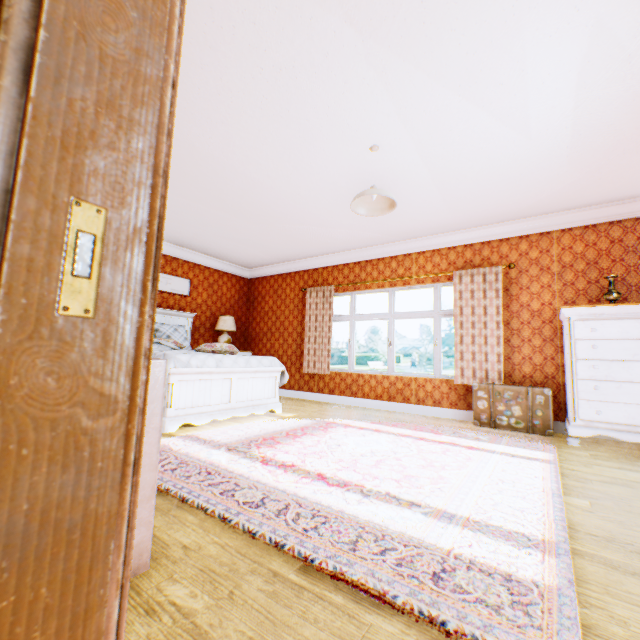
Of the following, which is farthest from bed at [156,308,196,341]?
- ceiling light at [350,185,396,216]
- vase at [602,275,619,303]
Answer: vase at [602,275,619,303]

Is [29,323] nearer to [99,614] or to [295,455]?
[99,614]

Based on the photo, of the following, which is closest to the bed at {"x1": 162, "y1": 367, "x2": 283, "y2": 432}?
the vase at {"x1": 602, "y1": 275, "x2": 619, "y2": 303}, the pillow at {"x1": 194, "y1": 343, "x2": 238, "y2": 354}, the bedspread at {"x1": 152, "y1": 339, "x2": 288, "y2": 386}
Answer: the bedspread at {"x1": 152, "y1": 339, "x2": 288, "y2": 386}

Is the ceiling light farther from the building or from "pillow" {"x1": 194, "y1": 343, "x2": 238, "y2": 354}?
"pillow" {"x1": 194, "y1": 343, "x2": 238, "y2": 354}

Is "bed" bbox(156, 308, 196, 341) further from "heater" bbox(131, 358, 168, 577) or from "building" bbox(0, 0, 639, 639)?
"heater" bbox(131, 358, 168, 577)

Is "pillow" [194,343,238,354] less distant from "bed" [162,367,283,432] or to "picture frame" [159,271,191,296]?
"bed" [162,367,283,432]

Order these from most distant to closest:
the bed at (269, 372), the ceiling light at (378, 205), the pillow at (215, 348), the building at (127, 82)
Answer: the pillow at (215, 348), the bed at (269, 372), the ceiling light at (378, 205), the building at (127, 82)

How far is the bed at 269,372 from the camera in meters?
3.8 m
